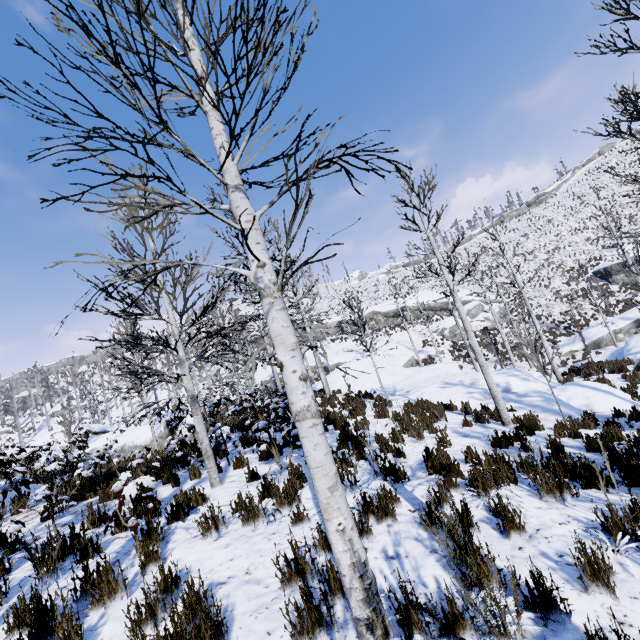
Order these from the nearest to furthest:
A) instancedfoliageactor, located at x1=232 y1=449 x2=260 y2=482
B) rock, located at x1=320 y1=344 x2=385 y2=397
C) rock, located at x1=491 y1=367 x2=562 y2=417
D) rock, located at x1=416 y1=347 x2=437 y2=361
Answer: instancedfoliageactor, located at x1=232 y1=449 x2=260 y2=482 → rock, located at x1=491 y1=367 x2=562 y2=417 → rock, located at x1=320 y1=344 x2=385 y2=397 → rock, located at x1=416 y1=347 x2=437 y2=361

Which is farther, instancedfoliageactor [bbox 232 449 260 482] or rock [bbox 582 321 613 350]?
rock [bbox 582 321 613 350]

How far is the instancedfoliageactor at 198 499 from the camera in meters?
4.8

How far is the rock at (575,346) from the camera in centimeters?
2515cm

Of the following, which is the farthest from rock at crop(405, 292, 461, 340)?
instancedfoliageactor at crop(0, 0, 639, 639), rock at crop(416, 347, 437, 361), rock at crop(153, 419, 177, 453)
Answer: rock at crop(153, 419, 177, 453)

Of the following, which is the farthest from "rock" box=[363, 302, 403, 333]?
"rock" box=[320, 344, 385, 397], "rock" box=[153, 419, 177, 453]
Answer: "rock" box=[153, 419, 177, 453]

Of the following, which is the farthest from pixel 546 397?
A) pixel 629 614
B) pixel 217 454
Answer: pixel 217 454

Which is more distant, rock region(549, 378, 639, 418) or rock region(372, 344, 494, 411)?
rock region(372, 344, 494, 411)
